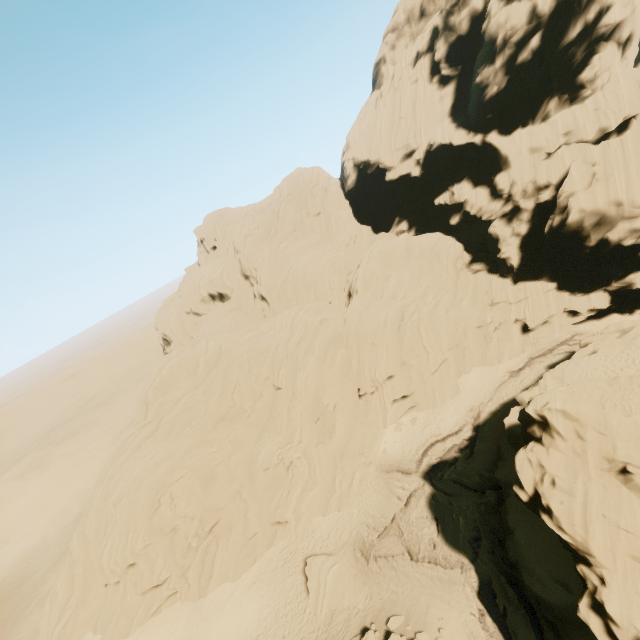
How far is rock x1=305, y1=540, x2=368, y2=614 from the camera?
21.8 meters

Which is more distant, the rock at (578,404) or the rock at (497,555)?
the rock at (497,555)

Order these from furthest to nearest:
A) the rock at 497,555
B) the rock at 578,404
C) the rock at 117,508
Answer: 1. the rock at 117,508
2. the rock at 497,555
3. the rock at 578,404

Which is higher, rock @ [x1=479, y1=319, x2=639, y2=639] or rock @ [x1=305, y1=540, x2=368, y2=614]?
rock @ [x1=479, y1=319, x2=639, y2=639]

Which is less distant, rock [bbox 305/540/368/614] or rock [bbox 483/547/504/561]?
rock [bbox 483/547/504/561]

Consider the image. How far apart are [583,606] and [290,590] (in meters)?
19.48

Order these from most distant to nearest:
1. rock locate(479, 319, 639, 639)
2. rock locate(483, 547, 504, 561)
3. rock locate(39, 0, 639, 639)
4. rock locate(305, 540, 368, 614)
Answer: rock locate(39, 0, 639, 639) → rock locate(305, 540, 368, 614) → rock locate(483, 547, 504, 561) → rock locate(479, 319, 639, 639)
